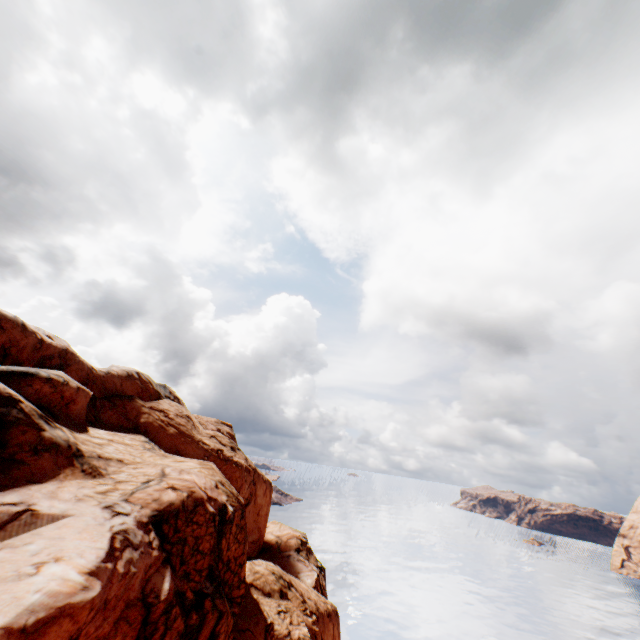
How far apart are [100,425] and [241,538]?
13.5m
